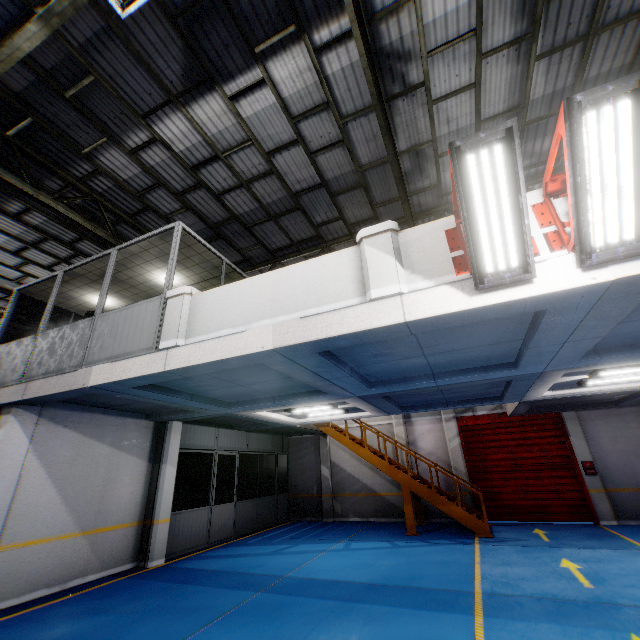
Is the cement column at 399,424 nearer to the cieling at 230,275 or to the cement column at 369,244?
the cieling at 230,275

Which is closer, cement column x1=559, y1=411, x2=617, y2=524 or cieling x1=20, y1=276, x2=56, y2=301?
cieling x1=20, y1=276, x2=56, y2=301

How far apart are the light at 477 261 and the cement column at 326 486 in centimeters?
1368cm

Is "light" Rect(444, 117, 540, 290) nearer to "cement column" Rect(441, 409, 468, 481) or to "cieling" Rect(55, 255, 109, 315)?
"cieling" Rect(55, 255, 109, 315)

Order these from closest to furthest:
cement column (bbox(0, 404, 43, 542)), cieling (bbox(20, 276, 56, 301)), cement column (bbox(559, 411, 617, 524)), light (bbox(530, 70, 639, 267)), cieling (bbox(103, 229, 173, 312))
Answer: light (bbox(530, 70, 639, 267)), cement column (bbox(0, 404, 43, 542)), cieling (bbox(103, 229, 173, 312)), cieling (bbox(20, 276, 56, 301)), cement column (bbox(559, 411, 617, 524))

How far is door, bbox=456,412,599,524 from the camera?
11.8m

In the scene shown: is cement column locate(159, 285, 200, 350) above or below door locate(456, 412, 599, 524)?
above

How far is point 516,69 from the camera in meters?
6.3
